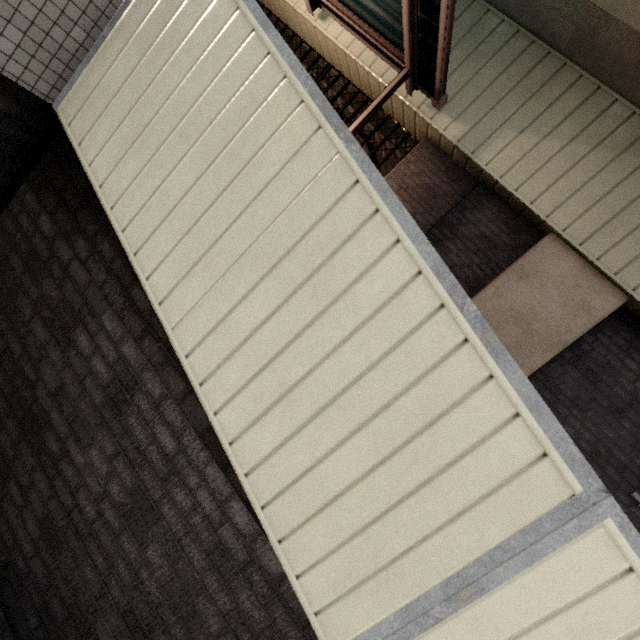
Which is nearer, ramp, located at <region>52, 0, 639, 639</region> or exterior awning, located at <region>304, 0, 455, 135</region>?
ramp, located at <region>52, 0, 639, 639</region>

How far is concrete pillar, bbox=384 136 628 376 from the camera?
4.59m

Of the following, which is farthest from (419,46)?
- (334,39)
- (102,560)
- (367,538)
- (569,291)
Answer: (102,560)

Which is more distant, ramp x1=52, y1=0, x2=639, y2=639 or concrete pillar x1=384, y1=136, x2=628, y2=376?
concrete pillar x1=384, y1=136, x2=628, y2=376

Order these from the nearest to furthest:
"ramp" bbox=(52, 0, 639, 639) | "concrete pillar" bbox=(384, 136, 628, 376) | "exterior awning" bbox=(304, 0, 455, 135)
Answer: "ramp" bbox=(52, 0, 639, 639) → "exterior awning" bbox=(304, 0, 455, 135) → "concrete pillar" bbox=(384, 136, 628, 376)

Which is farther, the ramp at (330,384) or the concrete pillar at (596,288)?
the concrete pillar at (596,288)

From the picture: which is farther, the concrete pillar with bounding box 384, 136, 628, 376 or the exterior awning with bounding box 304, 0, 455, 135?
the concrete pillar with bounding box 384, 136, 628, 376

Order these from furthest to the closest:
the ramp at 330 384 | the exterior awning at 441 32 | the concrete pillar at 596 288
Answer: the concrete pillar at 596 288 < the exterior awning at 441 32 < the ramp at 330 384
